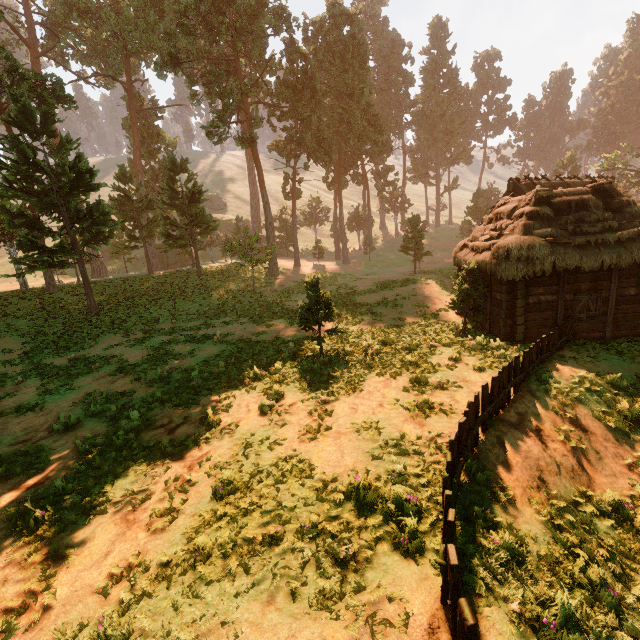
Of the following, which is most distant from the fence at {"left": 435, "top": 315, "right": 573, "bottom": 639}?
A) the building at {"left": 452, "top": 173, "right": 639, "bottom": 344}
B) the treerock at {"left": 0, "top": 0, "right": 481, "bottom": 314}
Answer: the treerock at {"left": 0, "top": 0, "right": 481, "bottom": 314}

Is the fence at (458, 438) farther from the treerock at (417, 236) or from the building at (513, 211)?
the treerock at (417, 236)

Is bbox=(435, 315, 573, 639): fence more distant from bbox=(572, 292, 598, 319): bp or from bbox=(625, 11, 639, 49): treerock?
bbox=(625, 11, 639, 49): treerock

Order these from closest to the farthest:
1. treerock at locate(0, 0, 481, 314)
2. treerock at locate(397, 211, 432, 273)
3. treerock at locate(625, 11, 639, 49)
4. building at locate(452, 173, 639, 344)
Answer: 1. building at locate(452, 173, 639, 344)
2. treerock at locate(0, 0, 481, 314)
3. treerock at locate(397, 211, 432, 273)
4. treerock at locate(625, 11, 639, 49)

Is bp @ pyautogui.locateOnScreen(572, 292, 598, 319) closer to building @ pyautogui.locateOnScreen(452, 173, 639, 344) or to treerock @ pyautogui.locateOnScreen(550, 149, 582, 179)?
building @ pyautogui.locateOnScreen(452, 173, 639, 344)

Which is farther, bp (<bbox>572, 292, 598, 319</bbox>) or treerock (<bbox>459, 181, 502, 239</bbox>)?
treerock (<bbox>459, 181, 502, 239</bbox>)

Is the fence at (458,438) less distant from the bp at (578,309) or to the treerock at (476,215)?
the bp at (578,309)

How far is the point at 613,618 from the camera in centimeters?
460cm
